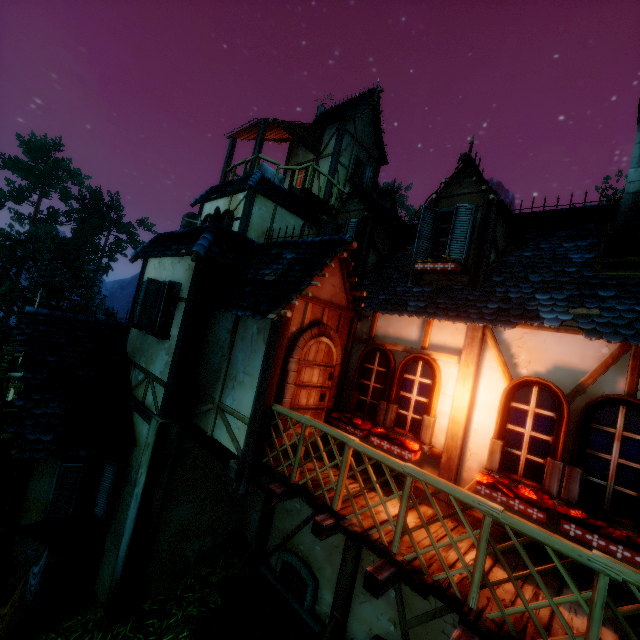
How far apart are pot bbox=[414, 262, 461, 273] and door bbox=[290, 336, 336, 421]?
2.1 meters

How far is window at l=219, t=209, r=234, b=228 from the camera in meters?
11.2

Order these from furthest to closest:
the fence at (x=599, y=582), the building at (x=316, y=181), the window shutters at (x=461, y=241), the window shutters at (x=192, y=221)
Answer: the building at (x=316, y=181) < the window shutters at (x=192, y=221) < the window shutters at (x=461, y=241) < the fence at (x=599, y=582)

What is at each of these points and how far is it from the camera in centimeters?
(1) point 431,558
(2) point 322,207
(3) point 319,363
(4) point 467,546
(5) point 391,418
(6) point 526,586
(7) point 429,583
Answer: (1) wooden platform, 372cm
(2) wooden platform, 1226cm
(3) door, 600cm
(4) wooden platform, 414cm
(5) window, 575cm
(6) wooden platform, 359cm
(7) wooden platform, 329cm

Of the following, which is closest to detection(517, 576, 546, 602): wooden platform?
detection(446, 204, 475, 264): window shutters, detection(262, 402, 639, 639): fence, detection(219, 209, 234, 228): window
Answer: detection(262, 402, 639, 639): fence

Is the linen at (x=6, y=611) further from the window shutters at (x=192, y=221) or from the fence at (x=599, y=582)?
the window shutters at (x=192, y=221)

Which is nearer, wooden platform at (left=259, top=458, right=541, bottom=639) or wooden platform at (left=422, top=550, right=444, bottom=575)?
wooden platform at (left=259, top=458, right=541, bottom=639)

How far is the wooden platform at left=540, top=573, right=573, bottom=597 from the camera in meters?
3.6
